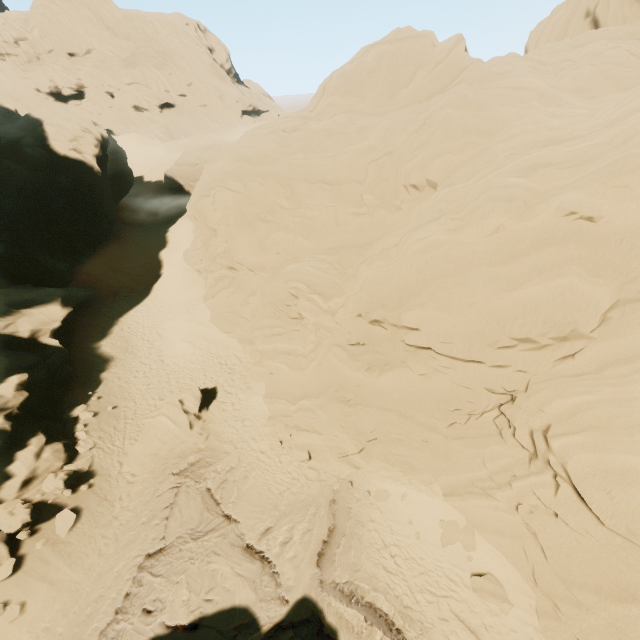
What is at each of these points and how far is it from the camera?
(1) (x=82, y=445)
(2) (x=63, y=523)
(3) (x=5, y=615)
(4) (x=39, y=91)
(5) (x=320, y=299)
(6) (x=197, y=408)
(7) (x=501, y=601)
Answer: (1) rock, 16.12m
(2) rock, 13.05m
(3) rock, 10.88m
(4) rock, 56.12m
(5) rock, 16.08m
(6) rock, 17.19m
(7) rock, 10.55m

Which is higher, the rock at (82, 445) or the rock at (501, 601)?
the rock at (82, 445)

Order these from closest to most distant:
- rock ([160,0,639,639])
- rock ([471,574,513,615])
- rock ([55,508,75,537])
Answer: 1. rock ([160,0,639,639])
2. rock ([471,574,513,615])
3. rock ([55,508,75,537])

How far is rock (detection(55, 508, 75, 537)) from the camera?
12.84m

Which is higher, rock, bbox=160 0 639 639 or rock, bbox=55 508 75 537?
rock, bbox=160 0 639 639

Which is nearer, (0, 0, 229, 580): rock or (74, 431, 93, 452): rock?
(0, 0, 229, 580): rock
